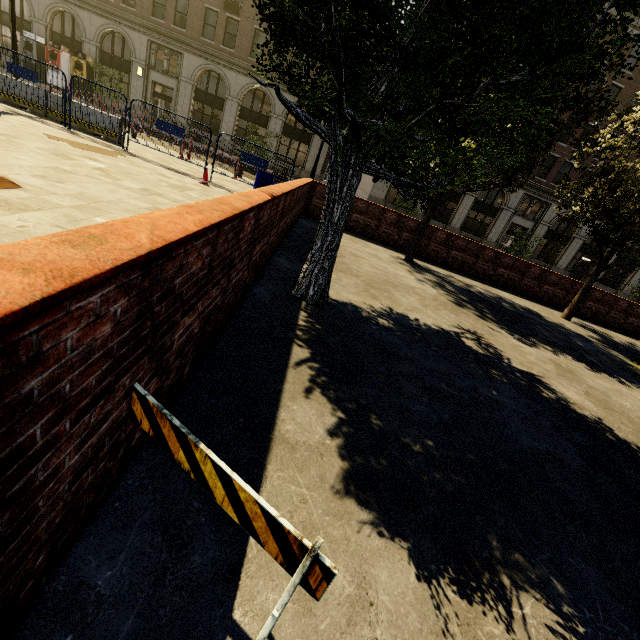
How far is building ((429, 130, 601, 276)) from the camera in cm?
2922

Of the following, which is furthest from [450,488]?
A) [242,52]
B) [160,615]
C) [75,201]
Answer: [242,52]

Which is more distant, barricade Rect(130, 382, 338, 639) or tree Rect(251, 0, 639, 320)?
tree Rect(251, 0, 639, 320)

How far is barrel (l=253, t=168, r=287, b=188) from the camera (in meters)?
9.56

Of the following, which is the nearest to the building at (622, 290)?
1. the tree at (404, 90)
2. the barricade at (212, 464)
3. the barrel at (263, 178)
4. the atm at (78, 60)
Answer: the atm at (78, 60)

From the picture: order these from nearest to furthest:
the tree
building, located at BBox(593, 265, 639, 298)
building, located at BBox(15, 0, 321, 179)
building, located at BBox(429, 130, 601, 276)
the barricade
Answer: the barricade
the tree
building, located at BBox(15, 0, 321, 179)
building, located at BBox(429, 130, 601, 276)
building, located at BBox(593, 265, 639, 298)

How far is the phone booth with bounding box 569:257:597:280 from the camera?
31.2 meters

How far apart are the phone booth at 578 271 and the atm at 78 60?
47.79m
